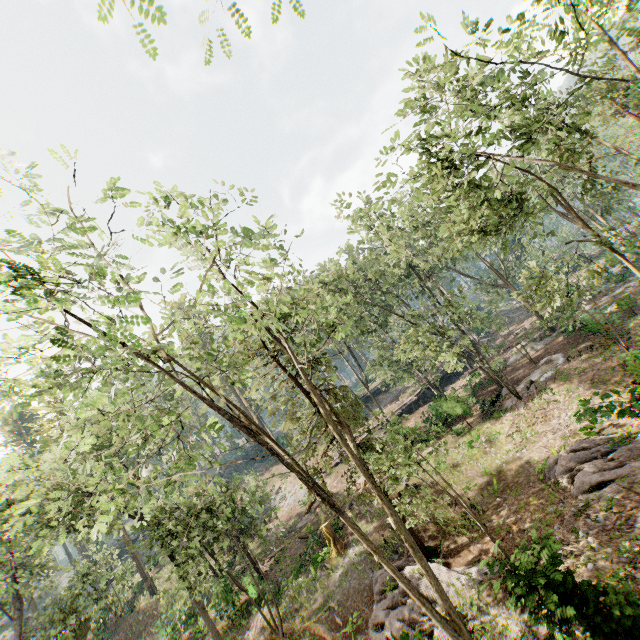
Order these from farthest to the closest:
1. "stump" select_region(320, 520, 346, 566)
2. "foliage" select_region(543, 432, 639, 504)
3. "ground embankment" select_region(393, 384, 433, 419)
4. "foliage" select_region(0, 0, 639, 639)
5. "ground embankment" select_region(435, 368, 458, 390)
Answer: "ground embankment" select_region(435, 368, 458, 390)
"ground embankment" select_region(393, 384, 433, 419)
"stump" select_region(320, 520, 346, 566)
"foliage" select_region(543, 432, 639, 504)
"foliage" select_region(0, 0, 639, 639)

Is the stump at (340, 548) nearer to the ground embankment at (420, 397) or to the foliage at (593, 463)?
the foliage at (593, 463)

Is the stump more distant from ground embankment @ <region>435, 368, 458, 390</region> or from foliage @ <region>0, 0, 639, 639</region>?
ground embankment @ <region>435, 368, 458, 390</region>

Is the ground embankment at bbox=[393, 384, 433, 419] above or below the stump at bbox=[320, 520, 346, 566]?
above

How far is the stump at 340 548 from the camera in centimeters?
2028cm

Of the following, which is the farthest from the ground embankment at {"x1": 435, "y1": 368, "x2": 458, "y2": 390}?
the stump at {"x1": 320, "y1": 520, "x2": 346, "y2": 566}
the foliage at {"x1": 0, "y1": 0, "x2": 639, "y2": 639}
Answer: the stump at {"x1": 320, "y1": 520, "x2": 346, "y2": 566}

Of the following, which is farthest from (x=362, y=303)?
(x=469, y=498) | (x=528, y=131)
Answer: (x=528, y=131)
